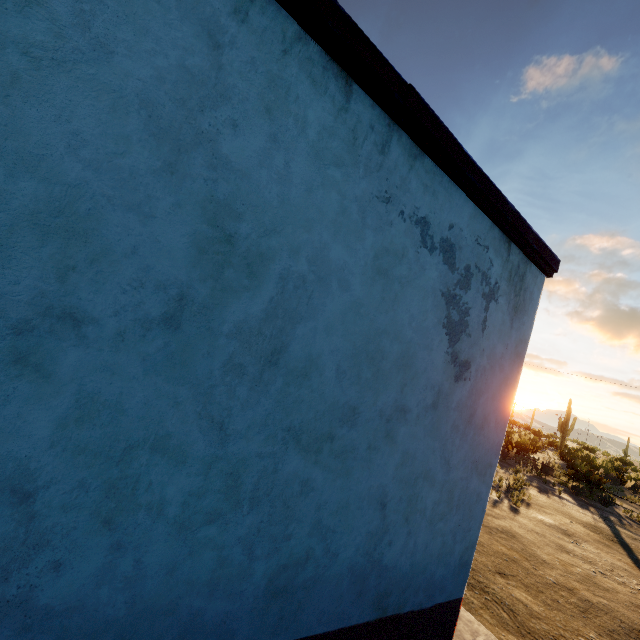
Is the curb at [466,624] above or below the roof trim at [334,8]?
below

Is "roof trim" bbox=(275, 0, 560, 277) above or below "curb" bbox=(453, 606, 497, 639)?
above

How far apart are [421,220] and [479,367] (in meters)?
1.77

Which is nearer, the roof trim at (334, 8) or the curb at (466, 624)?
the roof trim at (334, 8)

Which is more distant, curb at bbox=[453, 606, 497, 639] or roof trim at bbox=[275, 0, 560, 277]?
curb at bbox=[453, 606, 497, 639]
